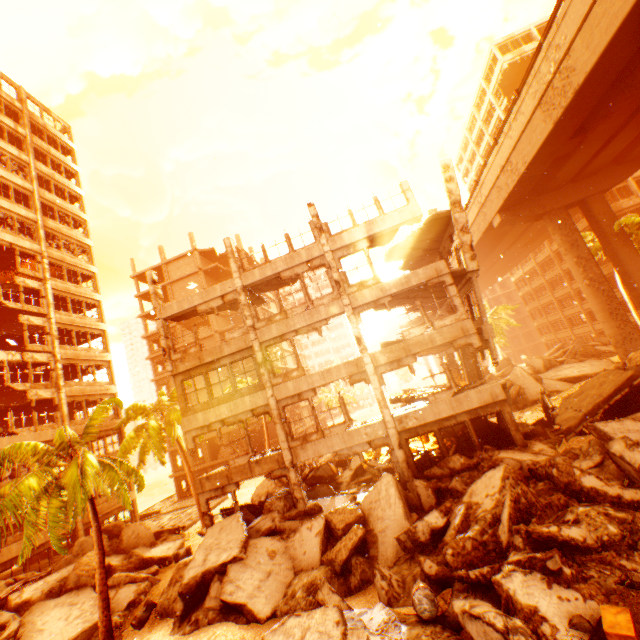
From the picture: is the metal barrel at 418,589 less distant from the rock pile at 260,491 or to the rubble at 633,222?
the rock pile at 260,491

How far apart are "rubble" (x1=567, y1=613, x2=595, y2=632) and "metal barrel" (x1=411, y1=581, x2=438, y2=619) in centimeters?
235cm

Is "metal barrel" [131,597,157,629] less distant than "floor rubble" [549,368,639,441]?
No

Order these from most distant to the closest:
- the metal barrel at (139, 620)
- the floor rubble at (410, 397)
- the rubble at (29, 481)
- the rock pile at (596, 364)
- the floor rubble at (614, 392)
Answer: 1. the rock pile at (596, 364)
2. the floor rubble at (410, 397)
3. the metal barrel at (139, 620)
4. the floor rubble at (614, 392)
5. the rubble at (29, 481)

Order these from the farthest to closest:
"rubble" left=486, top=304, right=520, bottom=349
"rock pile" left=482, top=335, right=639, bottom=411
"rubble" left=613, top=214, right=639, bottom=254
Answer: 1. "rubble" left=486, top=304, right=520, bottom=349
2. "rubble" left=613, top=214, right=639, bottom=254
3. "rock pile" left=482, top=335, right=639, bottom=411

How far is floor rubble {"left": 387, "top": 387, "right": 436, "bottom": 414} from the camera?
16.1 meters

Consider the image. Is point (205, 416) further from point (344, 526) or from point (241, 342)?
point (344, 526)

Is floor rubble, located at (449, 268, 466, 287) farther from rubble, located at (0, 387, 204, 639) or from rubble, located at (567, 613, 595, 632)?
rubble, located at (567, 613, 595, 632)
